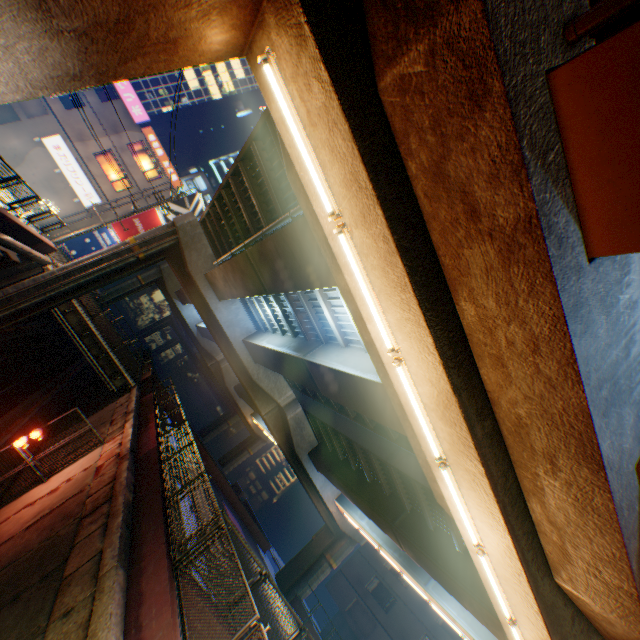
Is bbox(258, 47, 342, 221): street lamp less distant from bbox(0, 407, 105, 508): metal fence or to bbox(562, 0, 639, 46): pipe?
bbox(562, 0, 639, 46): pipe

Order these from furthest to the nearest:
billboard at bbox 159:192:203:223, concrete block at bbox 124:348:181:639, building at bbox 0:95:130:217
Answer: billboard at bbox 159:192:203:223 → building at bbox 0:95:130:217 → concrete block at bbox 124:348:181:639

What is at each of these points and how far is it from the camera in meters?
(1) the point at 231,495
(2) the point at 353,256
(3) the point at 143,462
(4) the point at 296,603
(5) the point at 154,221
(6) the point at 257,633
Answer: (1) concrete block, 31.6
(2) street lamp, 5.1
(3) concrete block, 11.6
(4) concrete block, 26.8
(5) billboard, 32.9
(6) metal fence, 4.7

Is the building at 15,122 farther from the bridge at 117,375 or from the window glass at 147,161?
the bridge at 117,375

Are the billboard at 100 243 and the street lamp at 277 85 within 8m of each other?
no

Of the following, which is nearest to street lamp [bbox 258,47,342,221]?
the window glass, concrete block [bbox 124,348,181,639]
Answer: concrete block [bbox 124,348,181,639]

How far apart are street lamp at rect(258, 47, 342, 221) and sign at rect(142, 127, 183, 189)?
32.59m

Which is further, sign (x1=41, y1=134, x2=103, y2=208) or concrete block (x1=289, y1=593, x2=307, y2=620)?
sign (x1=41, y1=134, x2=103, y2=208)
